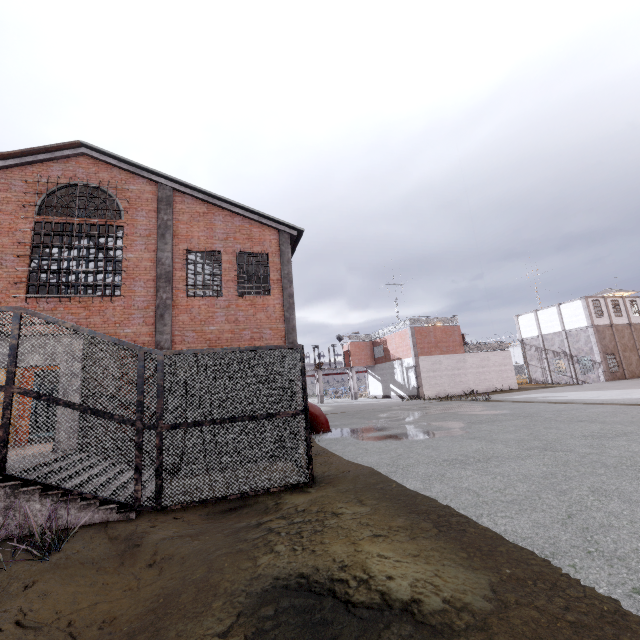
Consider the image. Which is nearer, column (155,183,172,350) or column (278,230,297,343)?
column (155,183,172,350)

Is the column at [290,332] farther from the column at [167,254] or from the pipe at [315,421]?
the column at [167,254]

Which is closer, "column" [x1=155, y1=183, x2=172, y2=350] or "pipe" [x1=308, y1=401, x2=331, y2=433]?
"column" [x1=155, y1=183, x2=172, y2=350]

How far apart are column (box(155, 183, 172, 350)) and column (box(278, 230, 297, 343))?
4.3m

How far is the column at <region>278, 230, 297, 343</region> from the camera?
13.57m

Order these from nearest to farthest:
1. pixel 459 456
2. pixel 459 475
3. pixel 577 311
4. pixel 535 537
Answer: pixel 535 537
pixel 459 475
pixel 459 456
pixel 577 311

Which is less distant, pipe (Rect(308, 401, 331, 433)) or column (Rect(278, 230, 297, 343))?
column (Rect(278, 230, 297, 343))

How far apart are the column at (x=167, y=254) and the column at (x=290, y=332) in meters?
4.3 m
